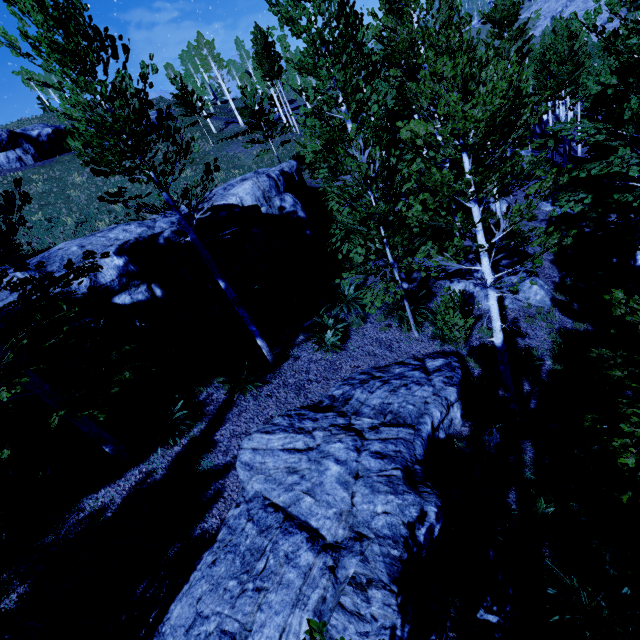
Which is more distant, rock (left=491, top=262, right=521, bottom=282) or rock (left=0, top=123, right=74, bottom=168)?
rock (left=0, top=123, right=74, bottom=168)

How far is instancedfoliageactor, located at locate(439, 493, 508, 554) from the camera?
6.0m

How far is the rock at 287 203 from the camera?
10.6 meters

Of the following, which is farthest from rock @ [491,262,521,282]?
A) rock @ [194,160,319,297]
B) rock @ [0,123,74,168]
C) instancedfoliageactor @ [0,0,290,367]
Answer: rock @ [0,123,74,168]

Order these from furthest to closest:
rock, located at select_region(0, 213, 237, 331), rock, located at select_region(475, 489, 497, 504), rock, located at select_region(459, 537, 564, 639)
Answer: rock, located at select_region(0, 213, 237, 331), rock, located at select_region(475, 489, 497, 504), rock, located at select_region(459, 537, 564, 639)

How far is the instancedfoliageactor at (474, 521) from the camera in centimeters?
597cm

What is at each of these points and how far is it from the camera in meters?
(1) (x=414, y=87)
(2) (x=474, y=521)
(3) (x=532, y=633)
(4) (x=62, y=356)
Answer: (1) instancedfoliageactor, 5.6
(2) instancedfoliageactor, 6.2
(3) rock, 4.9
(4) rock, 8.3
